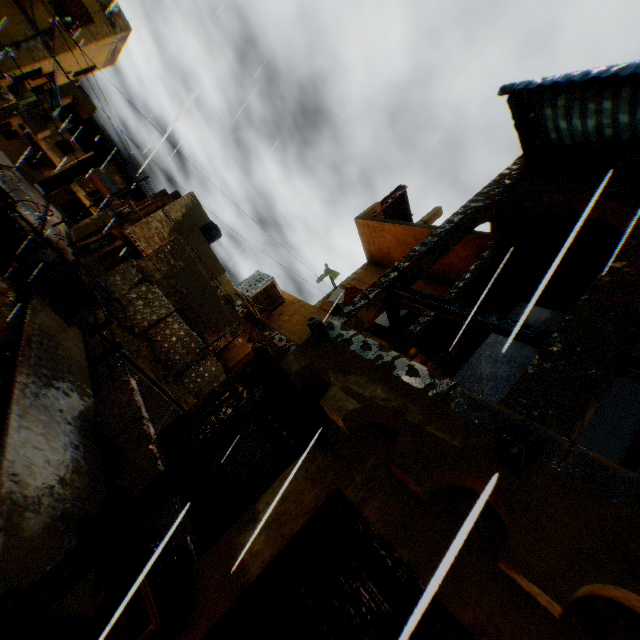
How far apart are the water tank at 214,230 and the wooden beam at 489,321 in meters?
25.7 m

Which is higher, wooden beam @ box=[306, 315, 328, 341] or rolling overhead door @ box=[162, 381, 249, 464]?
wooden beam @ box=[306, 315, 328, 341]

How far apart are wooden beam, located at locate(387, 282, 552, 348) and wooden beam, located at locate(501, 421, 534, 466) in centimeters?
108cm

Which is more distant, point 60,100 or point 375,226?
point 60,100

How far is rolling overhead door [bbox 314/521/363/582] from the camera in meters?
3.9 m

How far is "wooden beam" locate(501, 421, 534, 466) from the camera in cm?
207

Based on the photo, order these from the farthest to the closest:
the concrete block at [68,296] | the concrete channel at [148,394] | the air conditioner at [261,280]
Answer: the concrete channel at [148,394], the concrete block at [68,296], the air conditioner at [261,280]
